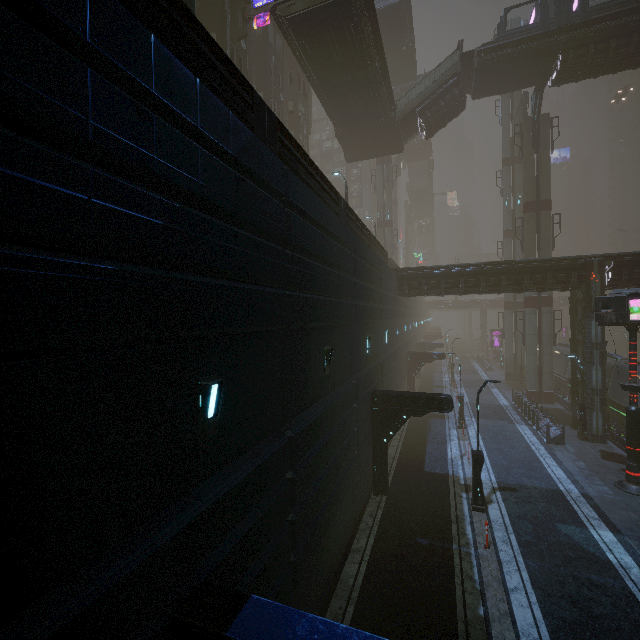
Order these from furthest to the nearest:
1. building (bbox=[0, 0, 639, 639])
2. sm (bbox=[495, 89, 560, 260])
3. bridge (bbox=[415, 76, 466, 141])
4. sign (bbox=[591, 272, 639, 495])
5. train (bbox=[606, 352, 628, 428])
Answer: sm (bbox=[495, 89, 560, 260]) < bridge (bbox=[415, 76, 466, 141]) < train (bbox=[606, 352, 628, 428]) < sign (bbox=[591, 272, 639, 495]) < building (bbox=[0, 0, 639, 639])

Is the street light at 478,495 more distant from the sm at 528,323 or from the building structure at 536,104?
Result: the building structure at 536,104

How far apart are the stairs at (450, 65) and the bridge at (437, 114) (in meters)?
0.00

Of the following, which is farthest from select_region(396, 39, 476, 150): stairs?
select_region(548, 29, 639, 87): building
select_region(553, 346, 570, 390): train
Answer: select_region(553, 346, 570, 390): train

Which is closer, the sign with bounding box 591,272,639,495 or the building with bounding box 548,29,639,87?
the sign with bounding box 591,272,639,495

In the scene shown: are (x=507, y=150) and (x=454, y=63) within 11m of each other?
no

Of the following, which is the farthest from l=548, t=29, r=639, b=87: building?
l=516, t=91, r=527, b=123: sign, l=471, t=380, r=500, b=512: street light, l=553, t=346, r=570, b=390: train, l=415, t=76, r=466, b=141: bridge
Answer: l=471, t=380, r=500, b=512: street light

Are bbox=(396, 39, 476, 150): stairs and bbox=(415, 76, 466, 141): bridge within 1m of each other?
yes
